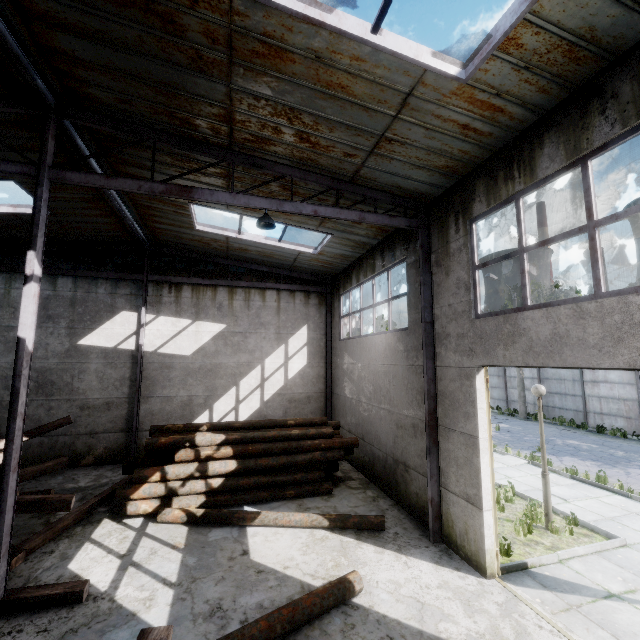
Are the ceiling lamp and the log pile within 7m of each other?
yes

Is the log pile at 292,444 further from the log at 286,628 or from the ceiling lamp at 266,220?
the ceiling lamp at 266,220

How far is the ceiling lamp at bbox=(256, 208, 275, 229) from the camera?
6.7m

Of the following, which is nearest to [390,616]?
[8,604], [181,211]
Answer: [8,604]

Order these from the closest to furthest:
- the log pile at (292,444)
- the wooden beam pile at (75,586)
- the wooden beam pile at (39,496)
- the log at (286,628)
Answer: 1. the log at (286,628)
2. the wooden beam pile at (75,586)
3. the wooden beam pile at (39,496)
4. the log pile at (292,444)

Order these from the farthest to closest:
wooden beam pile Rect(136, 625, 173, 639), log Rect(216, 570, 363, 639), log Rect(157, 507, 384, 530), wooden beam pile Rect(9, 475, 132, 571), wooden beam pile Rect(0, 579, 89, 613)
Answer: log Rect(157, 507, 384, 530) < wooden beam pile Rect(9, 475, 132, 571) < wooden beam pile Rect(0, 579, 89, 613) < log Rect(216, 570, 363, 639) < wooden beam pile Rect(136, 625, 173, 639)

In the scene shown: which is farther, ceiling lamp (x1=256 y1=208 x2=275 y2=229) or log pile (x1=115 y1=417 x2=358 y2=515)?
log pile (x1=115 y1=417 x2=358 y2=515)

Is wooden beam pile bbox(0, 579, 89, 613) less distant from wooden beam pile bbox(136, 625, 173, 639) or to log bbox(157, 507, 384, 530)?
log bbox(157, 507, 384, 530)
